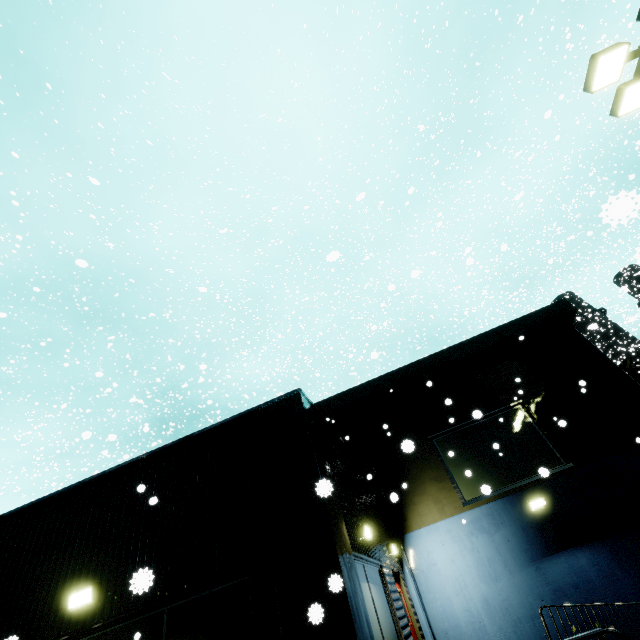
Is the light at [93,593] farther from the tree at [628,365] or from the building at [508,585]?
the tree at [628,365]

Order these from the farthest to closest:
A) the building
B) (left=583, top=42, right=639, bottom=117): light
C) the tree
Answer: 1. the tree
2. (left=583, top=42, right=639, bottom=117): light
3. the building

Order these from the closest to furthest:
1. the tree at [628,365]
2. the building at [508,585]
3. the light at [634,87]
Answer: the building at [508,585], the light at [634,87], the tree at [628,365]

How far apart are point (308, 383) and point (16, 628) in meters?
16.6

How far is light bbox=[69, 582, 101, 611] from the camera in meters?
5.3 m

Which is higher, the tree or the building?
the tree

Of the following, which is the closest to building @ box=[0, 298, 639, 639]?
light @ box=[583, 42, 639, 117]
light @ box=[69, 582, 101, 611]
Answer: light @ box=[69, 582, 101, 611]
